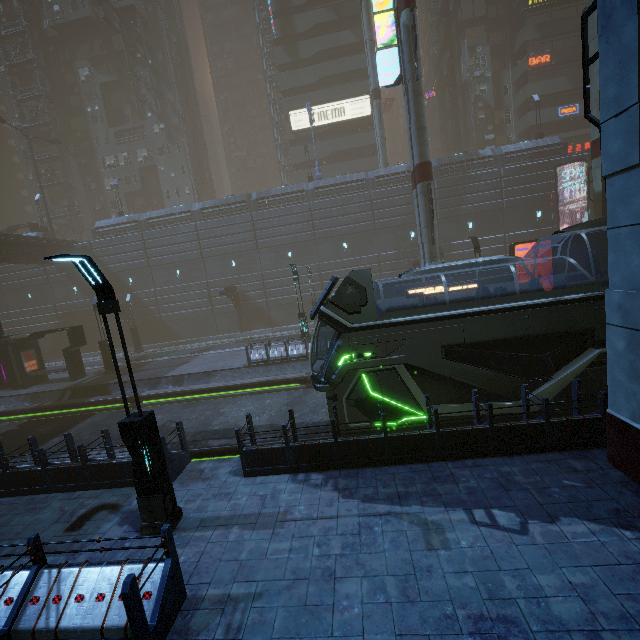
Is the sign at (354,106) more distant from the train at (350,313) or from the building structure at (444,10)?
the train at (350,313)

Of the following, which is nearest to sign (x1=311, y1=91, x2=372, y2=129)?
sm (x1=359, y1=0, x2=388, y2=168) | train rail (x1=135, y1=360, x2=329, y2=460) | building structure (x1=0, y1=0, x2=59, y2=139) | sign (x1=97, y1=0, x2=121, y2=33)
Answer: sm (x1=359, y1=0, x2=388, y2=168)

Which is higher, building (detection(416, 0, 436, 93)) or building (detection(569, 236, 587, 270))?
building (detection(416, 0, 436, 93))

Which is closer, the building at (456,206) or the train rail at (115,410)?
the train rail at (115,410)

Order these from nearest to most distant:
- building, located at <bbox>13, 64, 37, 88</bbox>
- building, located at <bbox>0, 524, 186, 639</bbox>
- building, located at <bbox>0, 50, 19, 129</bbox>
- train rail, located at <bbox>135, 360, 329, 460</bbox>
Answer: building, located at <bbox>0, 524, 186, 639</bbox>, train rail, located at <bbox>135, 360, 329, 460</bbox>, building, located at <bbox>13, 64, 37, 88</bbox>, building, located at <bbox>0, 50, 19, 129</bbox>

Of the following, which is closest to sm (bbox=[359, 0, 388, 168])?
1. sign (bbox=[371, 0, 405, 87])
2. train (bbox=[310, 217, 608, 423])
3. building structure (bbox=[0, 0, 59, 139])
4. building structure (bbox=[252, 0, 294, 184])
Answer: sign (bbox=[371, 0, 405, 87])

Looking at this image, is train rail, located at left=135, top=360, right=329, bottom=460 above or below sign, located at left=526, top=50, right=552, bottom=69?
below

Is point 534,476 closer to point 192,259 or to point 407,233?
point 407,233
